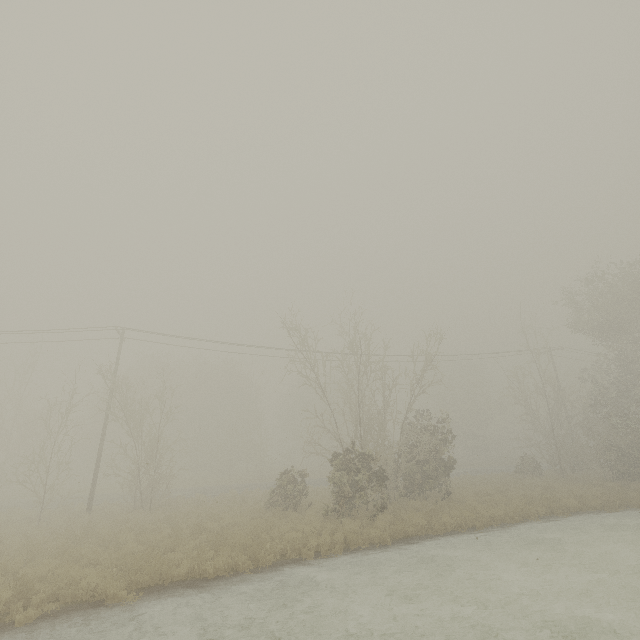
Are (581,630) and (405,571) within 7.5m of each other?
yes
